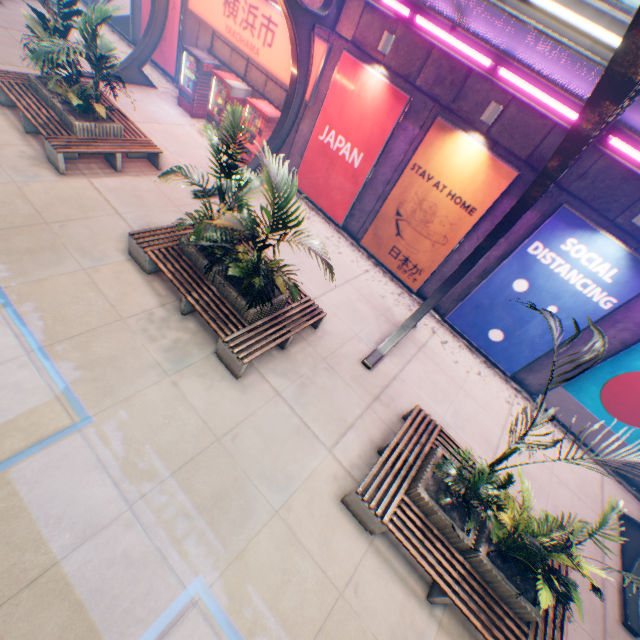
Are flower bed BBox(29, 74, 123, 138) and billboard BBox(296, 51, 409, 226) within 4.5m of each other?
no

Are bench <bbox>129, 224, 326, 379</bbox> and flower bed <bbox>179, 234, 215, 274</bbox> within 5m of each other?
yes

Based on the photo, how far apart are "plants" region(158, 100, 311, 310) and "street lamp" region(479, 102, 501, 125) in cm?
544

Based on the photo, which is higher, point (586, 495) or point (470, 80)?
point (470, 80)

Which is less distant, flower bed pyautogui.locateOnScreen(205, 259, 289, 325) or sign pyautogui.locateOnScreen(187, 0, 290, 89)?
flower bed pyautogui.locateOnScreen(205, 259, 289, 325)

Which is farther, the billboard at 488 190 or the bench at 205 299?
the billboard at 488 190

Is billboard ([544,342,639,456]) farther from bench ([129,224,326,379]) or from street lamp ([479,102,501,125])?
bench ([129,224,326,379])

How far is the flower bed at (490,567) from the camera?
5.1 meters
